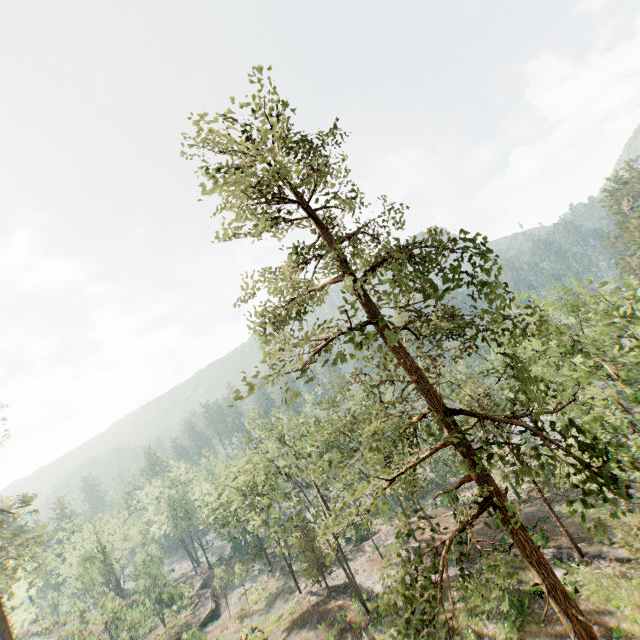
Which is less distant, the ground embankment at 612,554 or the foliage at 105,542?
the ground embankment at 612,554

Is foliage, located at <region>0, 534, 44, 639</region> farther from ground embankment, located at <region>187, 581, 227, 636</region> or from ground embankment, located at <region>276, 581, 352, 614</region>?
ground embankment, located at <region>187, 581, 227, 636</region>

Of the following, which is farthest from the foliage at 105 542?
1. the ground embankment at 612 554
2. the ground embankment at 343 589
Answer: the ground embankment at 612 554

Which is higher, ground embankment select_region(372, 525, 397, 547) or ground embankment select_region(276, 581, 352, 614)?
ground embankment select_region(276, 581, 352, 614)

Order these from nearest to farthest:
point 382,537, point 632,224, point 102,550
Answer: point 382,537
point 102,550
point 632,224

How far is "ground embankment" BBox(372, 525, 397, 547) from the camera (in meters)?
42.53

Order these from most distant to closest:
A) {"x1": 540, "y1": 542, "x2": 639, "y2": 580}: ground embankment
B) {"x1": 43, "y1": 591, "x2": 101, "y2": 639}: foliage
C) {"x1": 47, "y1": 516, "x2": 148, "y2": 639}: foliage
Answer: {"x1": 47, "y1": 516, "x2": 148, "y2": 639}: foliage → {"x1": 43, "y1": 591, "x2": 101, "y2": 639}: foliage → {"x1": 540, "y1": 542, "x2": 639, "y2": 580}: ground embankment

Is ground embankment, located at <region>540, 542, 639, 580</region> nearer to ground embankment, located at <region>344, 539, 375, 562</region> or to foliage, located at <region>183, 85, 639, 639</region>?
foliage, located at <region>183, 85, 639, 639</region>
